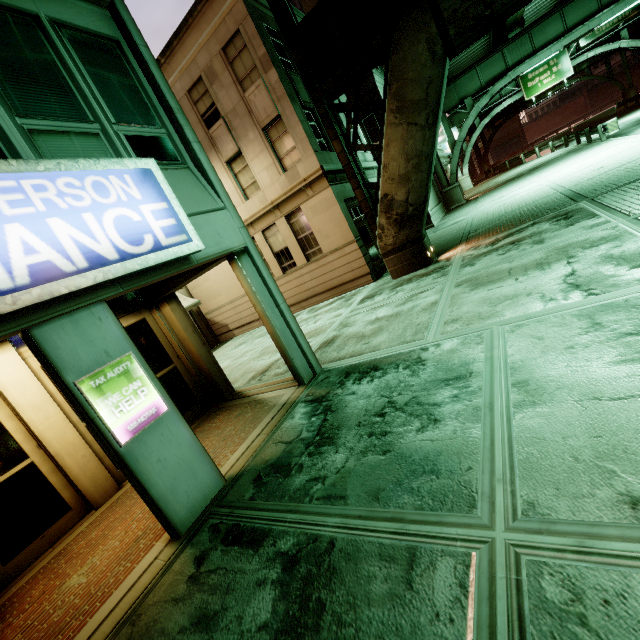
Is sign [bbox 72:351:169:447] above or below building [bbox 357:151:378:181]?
below

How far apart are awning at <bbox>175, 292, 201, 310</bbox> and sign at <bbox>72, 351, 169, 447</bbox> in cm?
1168

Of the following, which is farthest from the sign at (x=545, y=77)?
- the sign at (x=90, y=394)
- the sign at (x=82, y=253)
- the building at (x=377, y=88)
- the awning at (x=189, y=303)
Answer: the sign at (x=90, y=394)

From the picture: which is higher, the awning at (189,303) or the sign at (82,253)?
the sign at (82,253)

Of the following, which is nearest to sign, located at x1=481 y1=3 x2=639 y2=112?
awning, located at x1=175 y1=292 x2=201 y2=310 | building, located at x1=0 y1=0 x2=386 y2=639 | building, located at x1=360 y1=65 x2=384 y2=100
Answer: building, located at x1=360 y1=65 x2=384 y2=100

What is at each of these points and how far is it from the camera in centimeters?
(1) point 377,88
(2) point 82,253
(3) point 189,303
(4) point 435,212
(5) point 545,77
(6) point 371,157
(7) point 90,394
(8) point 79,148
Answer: (1) building, 1931cm
(2) sign, 343cm
(3) awning, 1645cm
(4) building, 2261cm
(5) sign, 3253cm
(6) building, 1769cm
(7) sign, 361cm
(8) building, 443cm

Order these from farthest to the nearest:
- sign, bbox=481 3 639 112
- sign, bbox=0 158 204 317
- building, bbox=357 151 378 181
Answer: Answer: sign, bbox=481 3 639 112 < building, bbox=357 151 378 181 < sign, bbox=0 158 204 317

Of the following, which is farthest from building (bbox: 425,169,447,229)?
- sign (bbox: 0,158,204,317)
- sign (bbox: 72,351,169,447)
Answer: sign (bbox: 72,351,169,447)
